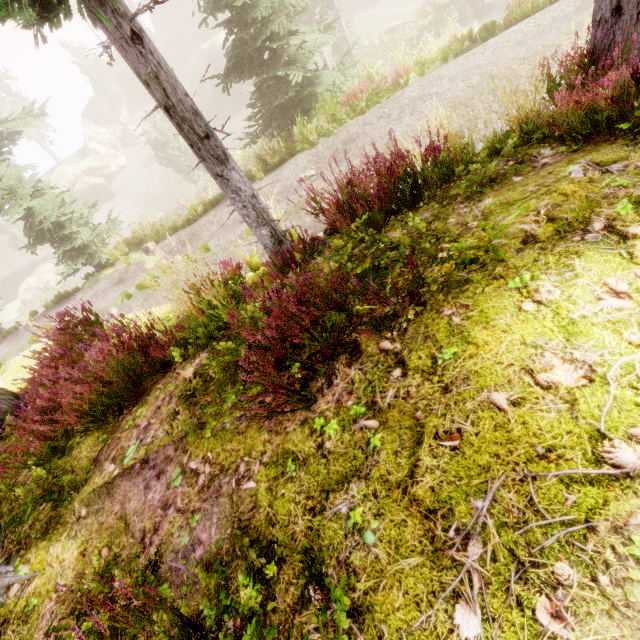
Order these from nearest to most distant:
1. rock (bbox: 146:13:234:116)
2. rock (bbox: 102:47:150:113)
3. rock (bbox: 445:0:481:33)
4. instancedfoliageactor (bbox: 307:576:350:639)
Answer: instancedfoliageactor (bbox: 307:576:350:639)
rock (bbox: 445:0:481:33)
rock (bbox: 146:13:234:116)
rock (bbox: 102:47:150:113)

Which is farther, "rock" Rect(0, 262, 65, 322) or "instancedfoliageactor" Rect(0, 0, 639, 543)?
"rock" Rect(0, 262, 65, 322)

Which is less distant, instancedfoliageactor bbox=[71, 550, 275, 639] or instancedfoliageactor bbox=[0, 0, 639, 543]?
instancedfoliageactor bbox=[71, 550, 275, 639]

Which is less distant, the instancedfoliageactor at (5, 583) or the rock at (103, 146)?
the instancedfoliageactor at (5, 583)

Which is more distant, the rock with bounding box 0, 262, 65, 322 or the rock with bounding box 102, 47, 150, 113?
the rock with bounding box 102, 47, 150, 113

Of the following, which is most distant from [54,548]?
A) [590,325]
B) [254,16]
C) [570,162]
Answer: [254,16]

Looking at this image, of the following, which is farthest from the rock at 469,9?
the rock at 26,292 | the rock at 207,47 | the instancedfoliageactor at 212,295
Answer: the rock at 26,292
